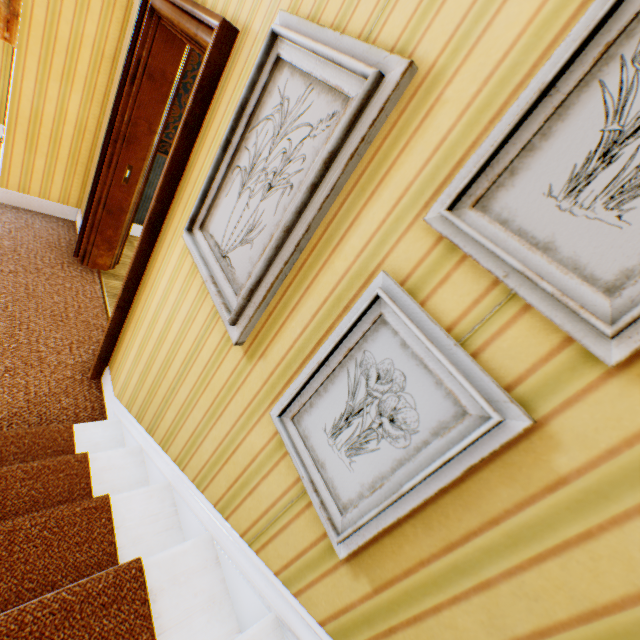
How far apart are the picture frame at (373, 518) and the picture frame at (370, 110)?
0.3 meters

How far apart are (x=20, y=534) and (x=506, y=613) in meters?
1.5 m

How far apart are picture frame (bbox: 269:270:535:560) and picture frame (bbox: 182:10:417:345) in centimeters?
35cm

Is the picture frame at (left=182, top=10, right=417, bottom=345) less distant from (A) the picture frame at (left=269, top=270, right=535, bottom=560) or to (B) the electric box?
(A) the picture frame at (left=269, top=270, right=535, bottom=560)

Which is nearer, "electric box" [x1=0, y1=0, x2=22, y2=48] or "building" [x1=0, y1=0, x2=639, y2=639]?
"building" [x1=0, y1=0, x2=639, y2=639]

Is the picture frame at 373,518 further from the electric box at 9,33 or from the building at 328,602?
the electric box at 9,33

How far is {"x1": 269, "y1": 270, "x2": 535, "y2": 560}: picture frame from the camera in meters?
0.6 m
